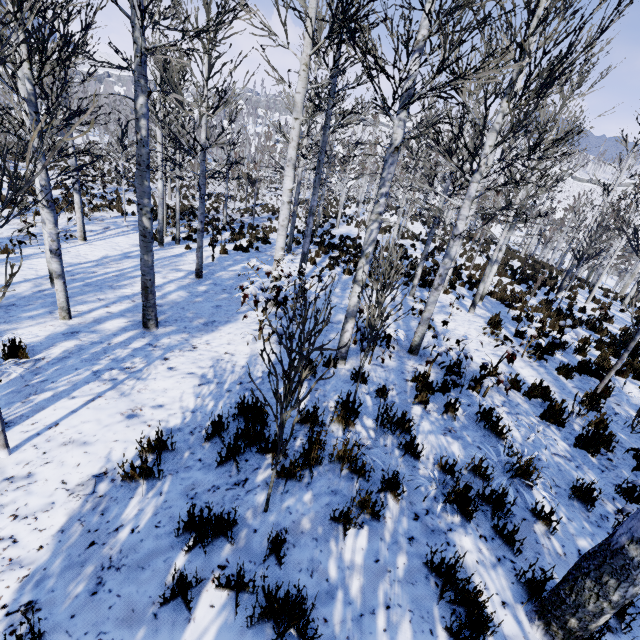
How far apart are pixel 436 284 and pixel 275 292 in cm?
310

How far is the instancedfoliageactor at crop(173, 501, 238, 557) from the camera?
2.5 meters

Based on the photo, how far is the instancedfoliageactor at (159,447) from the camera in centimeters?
303cm

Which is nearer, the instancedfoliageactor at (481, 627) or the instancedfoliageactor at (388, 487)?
the instancedfoliageactor at (481, 627)

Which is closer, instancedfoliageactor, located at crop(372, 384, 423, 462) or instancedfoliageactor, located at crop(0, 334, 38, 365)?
instancedfoliageactor, located at crop(372, 384, 423, 462)

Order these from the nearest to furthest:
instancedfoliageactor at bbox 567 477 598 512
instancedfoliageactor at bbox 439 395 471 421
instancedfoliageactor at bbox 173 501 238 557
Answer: instancedfoliageactor at bbox 173 501 238 557
instancedfoliageactor at bbox 567 477 598 512
instancedfoliageactor at bbox 439 395 471 421
